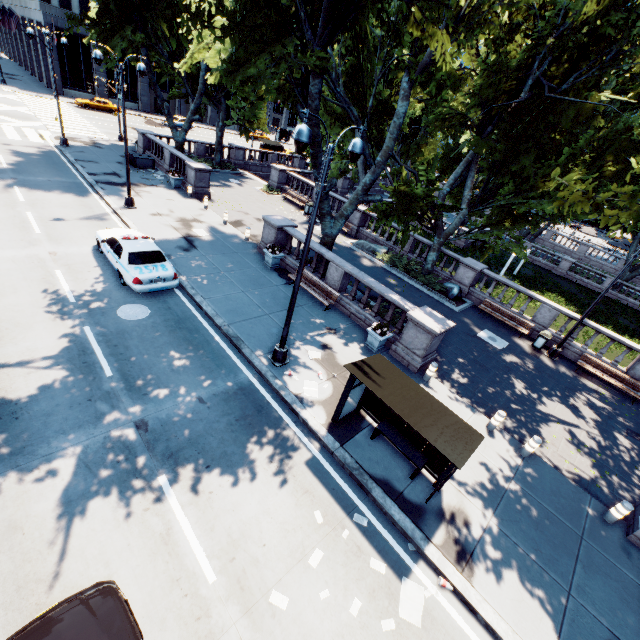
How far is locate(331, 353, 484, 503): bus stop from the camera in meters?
7.1 m

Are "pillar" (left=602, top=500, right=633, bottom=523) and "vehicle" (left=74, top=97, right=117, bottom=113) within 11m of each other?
no

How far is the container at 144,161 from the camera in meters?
25.8 m

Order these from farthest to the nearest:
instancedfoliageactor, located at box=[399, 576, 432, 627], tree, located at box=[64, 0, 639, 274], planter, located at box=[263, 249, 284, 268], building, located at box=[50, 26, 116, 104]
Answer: building, located at box=[50, 26, 116, 104] < planter, located at box=[263, 249, 284, 268] < tree, located at box=[64, 0, 639, 274] < instancedfoliageactor, located at box=[399, 576, 432, 627]

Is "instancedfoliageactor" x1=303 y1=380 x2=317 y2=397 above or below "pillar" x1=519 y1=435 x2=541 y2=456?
below

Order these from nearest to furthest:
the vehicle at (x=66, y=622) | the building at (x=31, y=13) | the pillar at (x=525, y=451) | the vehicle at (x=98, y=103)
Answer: the vehicle at (x=66, y=622) → the pillar at (x=525, y=451) → the building at (x=31, y=13) → the vehicle at (x=98, y=103)

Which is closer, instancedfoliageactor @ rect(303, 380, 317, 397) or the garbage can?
instancedfoliageactor @ rect(303, 380, 317, 397)

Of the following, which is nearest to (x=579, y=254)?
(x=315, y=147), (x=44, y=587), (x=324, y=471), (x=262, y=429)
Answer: (x=315, y=147)
